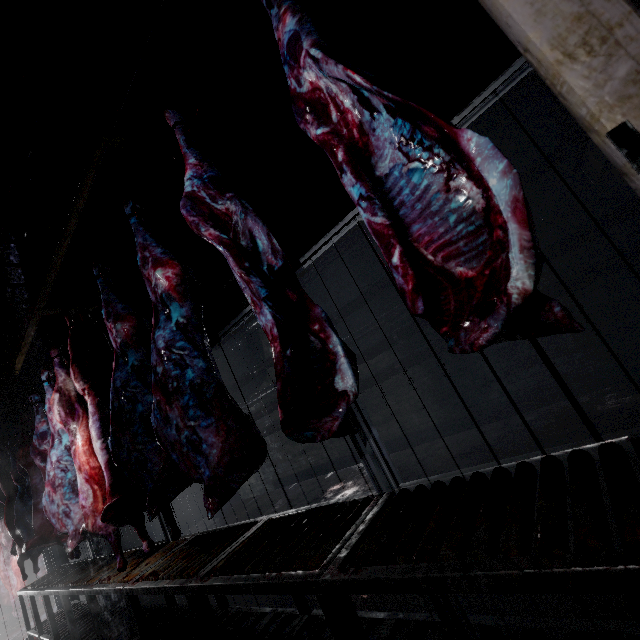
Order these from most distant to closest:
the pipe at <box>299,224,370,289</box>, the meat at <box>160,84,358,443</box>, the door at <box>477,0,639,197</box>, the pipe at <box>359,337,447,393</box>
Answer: the pipe at <box>299,224,370,289</box>
the pipe at <box>359,337,447,393</box>
the meat at <box>160,84,358,443</box>
the door at <box>477,0,639,197</box>

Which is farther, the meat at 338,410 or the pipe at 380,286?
the pipe at 380,286

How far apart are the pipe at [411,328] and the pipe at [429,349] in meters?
0.1

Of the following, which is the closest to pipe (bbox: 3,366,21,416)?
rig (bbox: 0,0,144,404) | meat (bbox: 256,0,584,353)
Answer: rig (bbox: 0,0,144,404)

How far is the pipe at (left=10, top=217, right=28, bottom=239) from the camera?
3.1 meters

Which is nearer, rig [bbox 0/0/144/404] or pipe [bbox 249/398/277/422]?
rig [bbox 0/0/144/404]

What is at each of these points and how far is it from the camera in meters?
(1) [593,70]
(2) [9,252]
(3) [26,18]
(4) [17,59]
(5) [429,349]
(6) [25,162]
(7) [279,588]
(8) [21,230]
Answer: (1) door, 0.4 m
(2) pipe, 3.4 m
(3) pipe, 1.9 m
(4) pipe, 2.1 m
(5) pipe, 4.4 m
(6) pipe, 2.7 m
(7) table, 1.2 m
(8) pipe, 3.2 m

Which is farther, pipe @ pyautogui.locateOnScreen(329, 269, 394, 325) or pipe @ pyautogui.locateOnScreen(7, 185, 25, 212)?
pipe @ pyautogui.locateOnScreen(329, 269, 394, 325)
